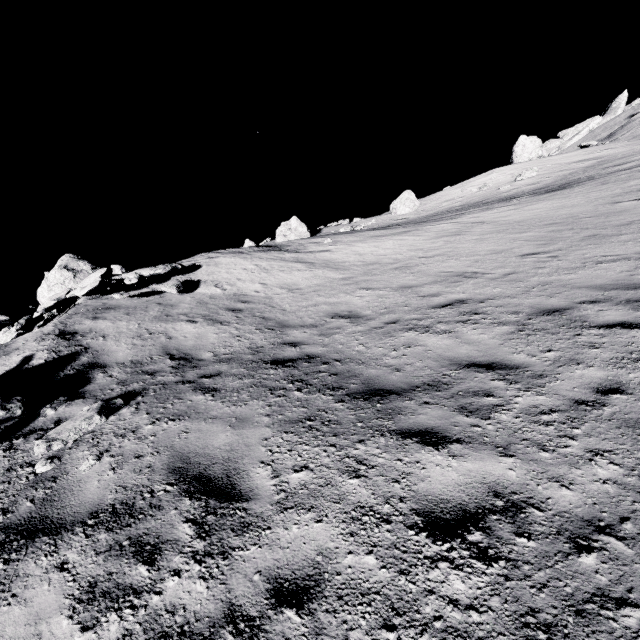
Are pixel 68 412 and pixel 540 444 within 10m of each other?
yes

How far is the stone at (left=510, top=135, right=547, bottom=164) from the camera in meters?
37.2

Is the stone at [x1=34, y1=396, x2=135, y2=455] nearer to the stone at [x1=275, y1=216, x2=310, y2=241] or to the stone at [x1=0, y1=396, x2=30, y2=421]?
the stone at [x1=0, y1=396, x2=30, y2=421]

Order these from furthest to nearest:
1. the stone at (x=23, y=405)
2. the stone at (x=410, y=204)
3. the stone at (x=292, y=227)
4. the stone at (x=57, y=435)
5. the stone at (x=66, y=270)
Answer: the stone at (x=410, y=204), the stone at (x=292, y=227), the stone at (x=66, y=270), the stone at (x=23, y=405), the stone at (x=57, y=435)

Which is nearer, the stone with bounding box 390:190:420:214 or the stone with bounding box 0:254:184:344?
→ the stone with bounding box 0:254:184:344

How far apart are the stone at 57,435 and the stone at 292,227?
26.03m

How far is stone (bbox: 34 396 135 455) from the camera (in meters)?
4.37

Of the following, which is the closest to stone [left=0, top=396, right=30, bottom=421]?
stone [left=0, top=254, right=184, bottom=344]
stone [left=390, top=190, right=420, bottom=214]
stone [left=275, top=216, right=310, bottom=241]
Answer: stone [left=0, top=254, right=184, bottom=344]
